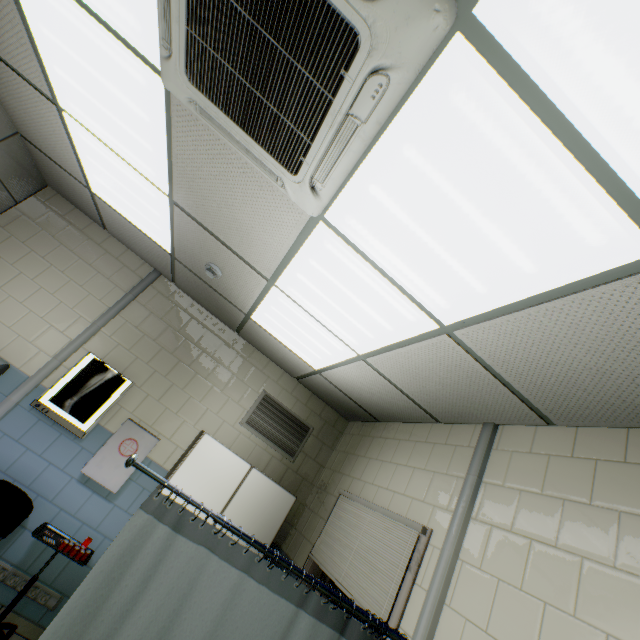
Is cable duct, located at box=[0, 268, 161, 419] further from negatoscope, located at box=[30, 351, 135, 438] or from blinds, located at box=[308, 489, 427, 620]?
blinds, located at box=[308, 489, 427, 620]

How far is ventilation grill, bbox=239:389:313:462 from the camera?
4.00m

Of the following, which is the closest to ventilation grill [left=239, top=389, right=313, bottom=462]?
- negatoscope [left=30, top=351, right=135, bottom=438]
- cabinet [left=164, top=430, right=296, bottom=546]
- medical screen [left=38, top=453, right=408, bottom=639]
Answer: cabinet [left=164, top=430, right=296, bottom=546]

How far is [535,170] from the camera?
1.1 meters

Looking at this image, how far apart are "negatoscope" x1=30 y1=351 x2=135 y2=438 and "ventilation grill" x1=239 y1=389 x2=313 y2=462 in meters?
1.3 m

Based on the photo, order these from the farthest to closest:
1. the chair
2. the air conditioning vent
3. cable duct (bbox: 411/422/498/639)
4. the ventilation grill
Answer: the ventilation grill, the chair, cable duct (bbox: 411/422/498/639), the air conditioning vent

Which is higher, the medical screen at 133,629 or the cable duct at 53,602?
the medical screen at 133,629

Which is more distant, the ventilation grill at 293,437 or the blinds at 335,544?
the ventilation grill at 293,437
